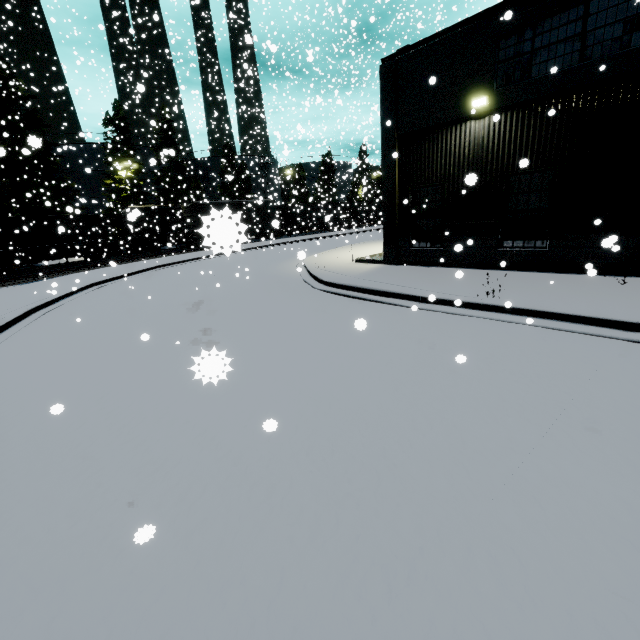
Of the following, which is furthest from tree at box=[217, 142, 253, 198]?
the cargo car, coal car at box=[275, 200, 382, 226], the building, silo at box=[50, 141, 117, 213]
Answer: the building

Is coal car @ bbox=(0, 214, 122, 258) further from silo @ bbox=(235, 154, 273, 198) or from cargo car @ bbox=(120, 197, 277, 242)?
silo @ bbox=(235, 154, 273, 198)

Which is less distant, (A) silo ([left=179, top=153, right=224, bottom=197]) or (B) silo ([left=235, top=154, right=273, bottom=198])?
(B) silo ([left=235, top=154, right=273, bottom=198])

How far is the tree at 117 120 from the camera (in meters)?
34.56

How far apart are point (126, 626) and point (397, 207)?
14.09m

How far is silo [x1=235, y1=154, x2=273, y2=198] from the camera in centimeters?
4000cm

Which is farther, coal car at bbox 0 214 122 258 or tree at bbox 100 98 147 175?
tree at bbox 100 98 147 175
